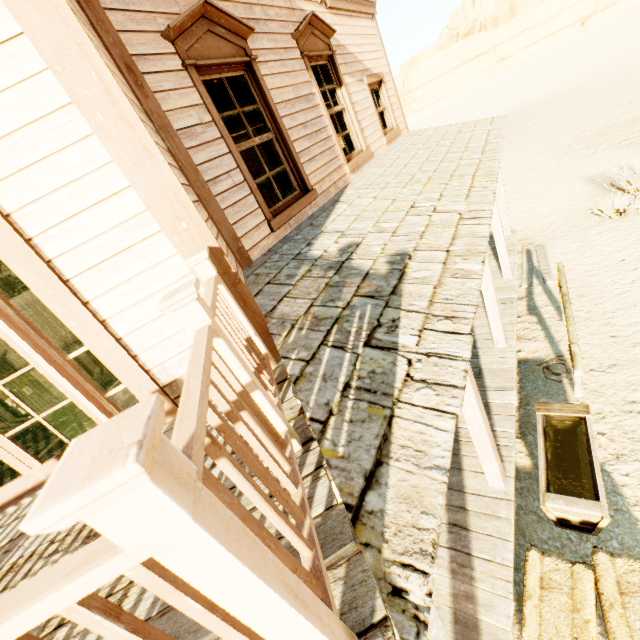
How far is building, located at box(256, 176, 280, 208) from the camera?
10.10m

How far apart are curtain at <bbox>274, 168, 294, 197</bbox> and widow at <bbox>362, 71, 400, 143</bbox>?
3.7m

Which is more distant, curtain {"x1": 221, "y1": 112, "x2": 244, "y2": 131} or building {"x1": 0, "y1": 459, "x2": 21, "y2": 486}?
curtain {"x1": 221, "y1": 112, "x2": 244, "y2": 131}

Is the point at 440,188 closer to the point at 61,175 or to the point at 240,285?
the point at 240,285

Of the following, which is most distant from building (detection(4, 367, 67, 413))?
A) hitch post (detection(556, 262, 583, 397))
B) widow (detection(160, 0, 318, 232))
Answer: hitch post (detection(556, 262, 583, 397))

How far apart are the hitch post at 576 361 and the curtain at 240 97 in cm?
447

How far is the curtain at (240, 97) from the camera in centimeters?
399cm
